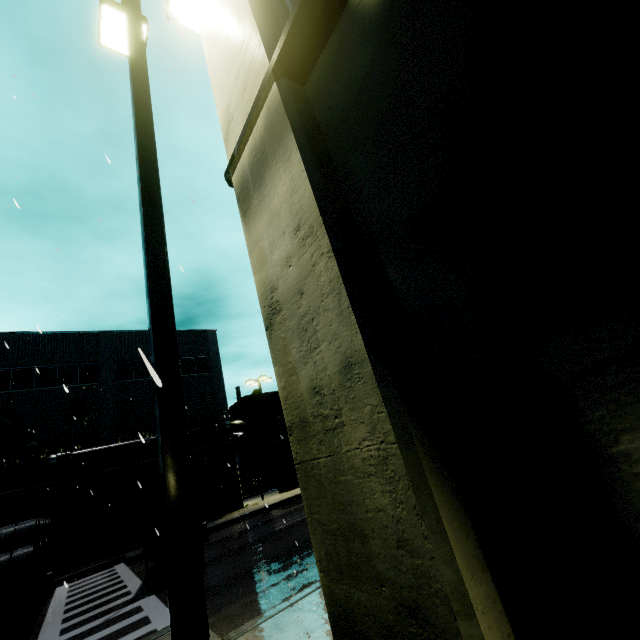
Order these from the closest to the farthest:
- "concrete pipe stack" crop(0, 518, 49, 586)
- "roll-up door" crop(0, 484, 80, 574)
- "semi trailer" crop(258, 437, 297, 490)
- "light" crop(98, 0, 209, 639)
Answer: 1. "light" crop(98, 0, 209, 639)
2. "concrete pipe stack" crop(0, 518, 49, 586)
3. "roll-up door" crop(0, 484, 80, 574)
4. "semi trailer" crop(258, 437, 297, 490)

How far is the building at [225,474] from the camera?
24.50m

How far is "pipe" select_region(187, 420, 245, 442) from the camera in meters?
23.6

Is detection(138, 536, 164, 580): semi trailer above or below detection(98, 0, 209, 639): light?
below

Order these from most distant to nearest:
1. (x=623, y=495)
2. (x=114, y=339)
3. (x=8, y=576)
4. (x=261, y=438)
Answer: (x=261, y=438) → (x=114, y=339) → (x=8, y=576) → (x=623, y=495)

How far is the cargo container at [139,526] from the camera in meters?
11.0

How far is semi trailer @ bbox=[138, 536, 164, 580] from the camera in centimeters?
1074cm

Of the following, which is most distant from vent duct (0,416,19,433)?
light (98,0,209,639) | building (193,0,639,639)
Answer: light (98,0,209,639)
